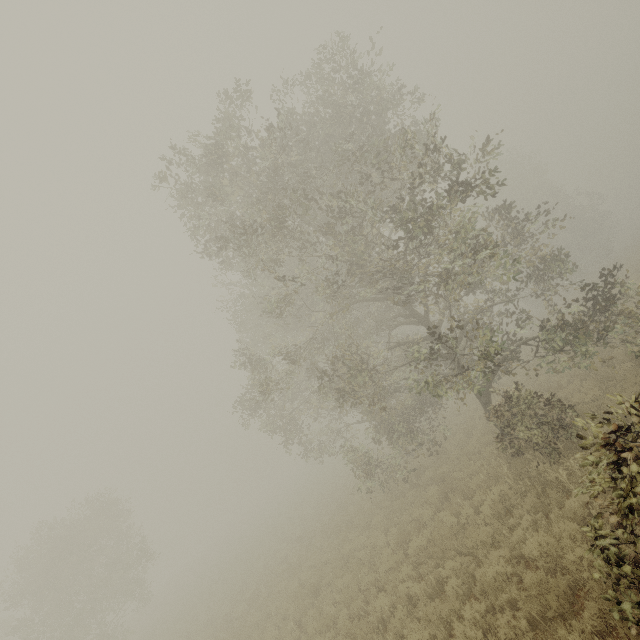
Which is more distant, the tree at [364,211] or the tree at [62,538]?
the tree at [62,538]

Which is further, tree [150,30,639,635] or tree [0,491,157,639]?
tree [0,491,157,639]

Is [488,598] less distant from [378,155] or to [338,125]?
[378,155]
